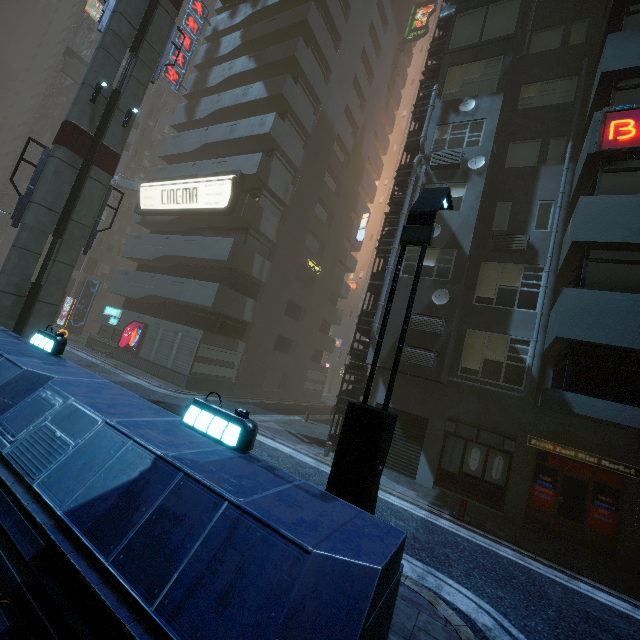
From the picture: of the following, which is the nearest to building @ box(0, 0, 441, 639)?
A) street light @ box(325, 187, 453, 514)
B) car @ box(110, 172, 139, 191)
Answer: street light @ box(325, 187, 453, 514)

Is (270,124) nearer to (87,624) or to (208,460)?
(208,460)

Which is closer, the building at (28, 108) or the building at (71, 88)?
the building at (71, 88)

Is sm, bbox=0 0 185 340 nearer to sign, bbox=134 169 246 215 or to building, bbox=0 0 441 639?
building, bbox=0 0 441 639

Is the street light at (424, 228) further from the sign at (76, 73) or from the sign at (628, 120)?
the sign at (76, 73)

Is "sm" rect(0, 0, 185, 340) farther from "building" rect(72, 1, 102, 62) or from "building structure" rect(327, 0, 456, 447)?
"building structure" rect(327, 0, 456, 447)

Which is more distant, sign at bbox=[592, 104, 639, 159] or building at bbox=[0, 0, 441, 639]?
sign at bbox=[592, 104, 639, 159]
